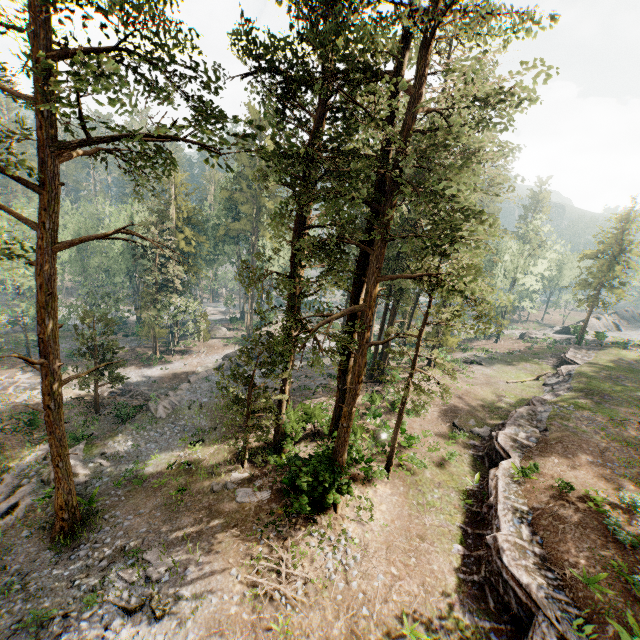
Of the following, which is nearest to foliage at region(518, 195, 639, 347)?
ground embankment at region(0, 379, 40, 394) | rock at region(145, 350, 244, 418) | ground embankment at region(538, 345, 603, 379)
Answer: ground embankment at region(0, 379, 40, 394)

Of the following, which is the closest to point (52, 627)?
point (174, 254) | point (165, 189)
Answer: point (174, 254)

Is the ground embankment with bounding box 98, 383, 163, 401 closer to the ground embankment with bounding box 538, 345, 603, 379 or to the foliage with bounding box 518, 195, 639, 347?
the foliage with bounding box 518, 195, 639, 347

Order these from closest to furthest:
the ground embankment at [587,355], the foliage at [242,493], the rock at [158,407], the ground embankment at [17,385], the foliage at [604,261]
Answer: the foliage at [242,493] < the rock at [158,407] < the ground embankment at [17,385] < the ground embankment at [587,355] < the foliage at [604,261]

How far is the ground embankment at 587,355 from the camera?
36.09m

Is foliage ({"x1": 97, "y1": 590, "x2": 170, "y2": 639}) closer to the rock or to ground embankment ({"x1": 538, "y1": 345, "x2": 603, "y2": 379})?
the rock

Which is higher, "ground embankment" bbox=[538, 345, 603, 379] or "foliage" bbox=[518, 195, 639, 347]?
"foliage" bbox=[518, 195, 639, 347]
